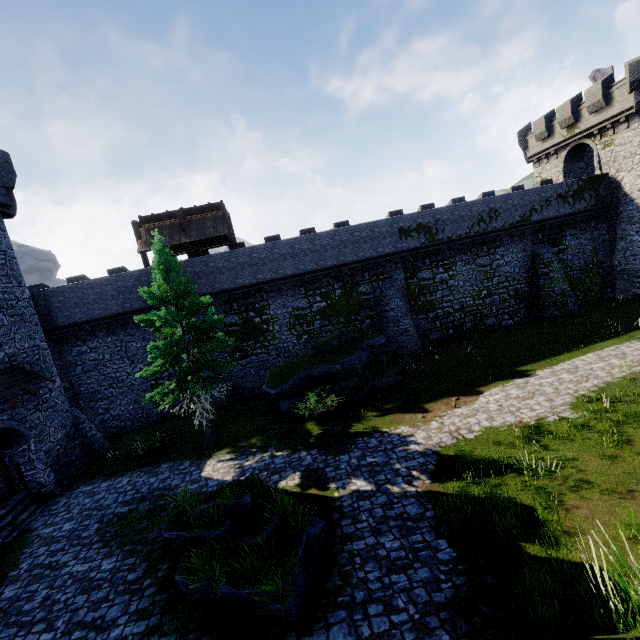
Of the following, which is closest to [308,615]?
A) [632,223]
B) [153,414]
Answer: [153,414]

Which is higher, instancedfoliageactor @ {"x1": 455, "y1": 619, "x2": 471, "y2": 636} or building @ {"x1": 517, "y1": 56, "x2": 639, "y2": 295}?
building @ {"x1": 517, "y1": 56, "x2": 639, "y2": 295}

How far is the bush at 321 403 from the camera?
15.8 meters

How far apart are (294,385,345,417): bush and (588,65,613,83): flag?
39.7 meters

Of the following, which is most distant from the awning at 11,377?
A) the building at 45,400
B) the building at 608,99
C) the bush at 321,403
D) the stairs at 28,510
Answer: the building at 608,99

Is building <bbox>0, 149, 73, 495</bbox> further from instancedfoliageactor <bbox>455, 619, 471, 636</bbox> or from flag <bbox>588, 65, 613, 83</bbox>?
flag <bbox>588, 65, 613, 83</bbox>

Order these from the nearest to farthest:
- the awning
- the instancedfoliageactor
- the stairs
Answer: the instancedfoliageactor, the stairs, the awning

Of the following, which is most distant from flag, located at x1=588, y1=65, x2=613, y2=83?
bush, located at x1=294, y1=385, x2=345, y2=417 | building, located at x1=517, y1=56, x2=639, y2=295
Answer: bush, located at x1=294, y1=385, x2=345, y2=417
